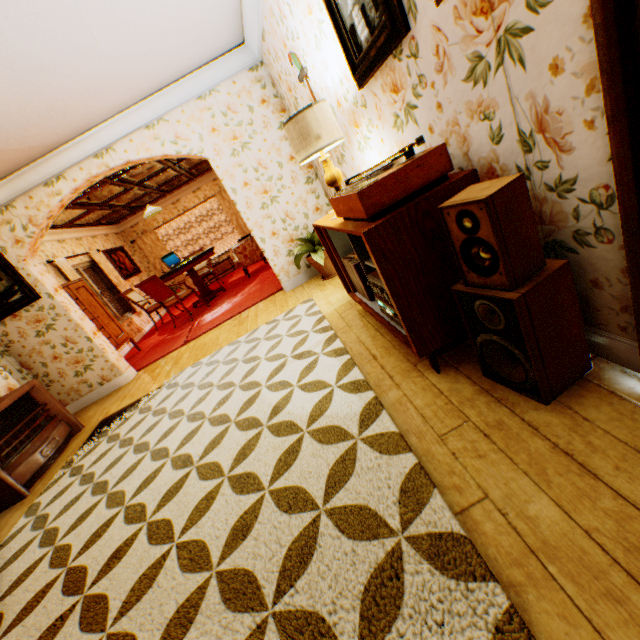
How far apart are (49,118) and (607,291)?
5.1m

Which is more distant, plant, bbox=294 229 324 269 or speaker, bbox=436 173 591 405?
plant, bbox=294 229 324 269

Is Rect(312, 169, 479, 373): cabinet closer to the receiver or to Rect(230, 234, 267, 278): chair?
the receiver

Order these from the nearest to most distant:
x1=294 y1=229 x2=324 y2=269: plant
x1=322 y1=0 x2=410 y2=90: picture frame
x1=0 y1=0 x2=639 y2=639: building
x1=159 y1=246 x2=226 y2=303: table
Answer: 1. x1=0 y1=0 x2=639 y2=639: building
2. x1=322 y1=0 x2=410 y2=90: picture frame
3. x1=294 y1=229 x2=324 y2=269: plant
4. x1=159 y1=246 x2=226 y2=303: table

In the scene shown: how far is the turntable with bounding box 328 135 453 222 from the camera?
1.6 meters

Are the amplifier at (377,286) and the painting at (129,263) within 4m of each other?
no

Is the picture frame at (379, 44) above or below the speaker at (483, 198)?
above

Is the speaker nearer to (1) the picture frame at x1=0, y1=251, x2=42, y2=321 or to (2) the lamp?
(2) the lamp
